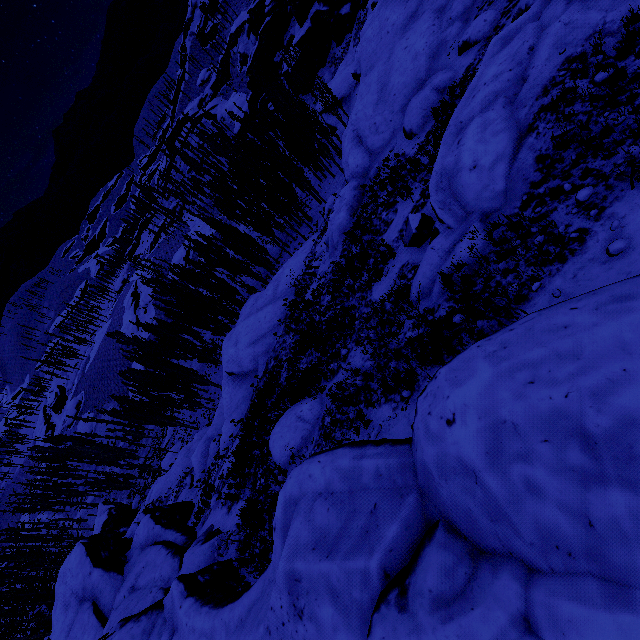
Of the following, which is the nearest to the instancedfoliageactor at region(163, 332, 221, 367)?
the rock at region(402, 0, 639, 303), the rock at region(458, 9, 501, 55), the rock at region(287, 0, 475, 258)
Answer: the rock at region(402, 0, 639, 303)

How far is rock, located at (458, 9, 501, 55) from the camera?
14.09m

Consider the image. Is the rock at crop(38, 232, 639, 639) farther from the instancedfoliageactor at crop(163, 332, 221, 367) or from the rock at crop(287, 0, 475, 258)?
the rock at crop(287, 0, 475, 258)

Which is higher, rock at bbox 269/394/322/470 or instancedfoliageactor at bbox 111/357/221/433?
rock at bbox 269/394/322/470

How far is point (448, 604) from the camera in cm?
314

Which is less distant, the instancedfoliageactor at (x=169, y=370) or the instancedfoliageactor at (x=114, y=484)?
the instancedfoliageactor at (x=169, y=370)

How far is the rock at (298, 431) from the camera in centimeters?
1190cm
